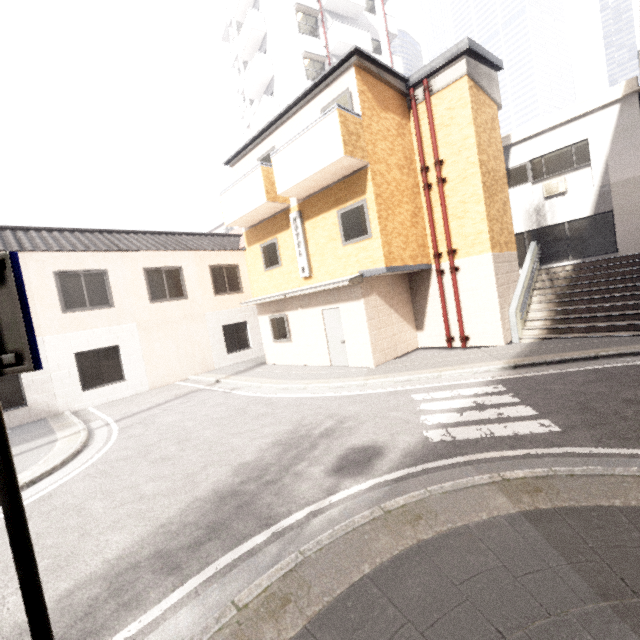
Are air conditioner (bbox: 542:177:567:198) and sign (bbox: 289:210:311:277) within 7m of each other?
no

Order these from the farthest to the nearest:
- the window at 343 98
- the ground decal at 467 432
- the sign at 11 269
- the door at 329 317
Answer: the door at 329 317 < the window at 343 98 < the ground decal at 467 432 < the sign at 11 269

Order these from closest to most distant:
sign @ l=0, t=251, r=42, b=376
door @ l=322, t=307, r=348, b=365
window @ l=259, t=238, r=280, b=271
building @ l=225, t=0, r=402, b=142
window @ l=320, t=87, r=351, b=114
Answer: sign @ l=0, t=251, r=42, b=376, window @ l=320, t=87, r=351, b=114, door @ l=322, t=307, r=348, b=365, window @ l=259, t=238, r=280, b=271, building @ l=225, t=0, r=402, b=142

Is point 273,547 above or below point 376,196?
below

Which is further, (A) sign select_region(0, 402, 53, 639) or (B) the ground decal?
(B) the ground decal

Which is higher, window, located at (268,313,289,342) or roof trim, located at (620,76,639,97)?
roof trim, located at (620,76,639,97)

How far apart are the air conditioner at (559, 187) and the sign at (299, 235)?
10.6 meters

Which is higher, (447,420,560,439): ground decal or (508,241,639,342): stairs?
(508,241,639,342): stairs
